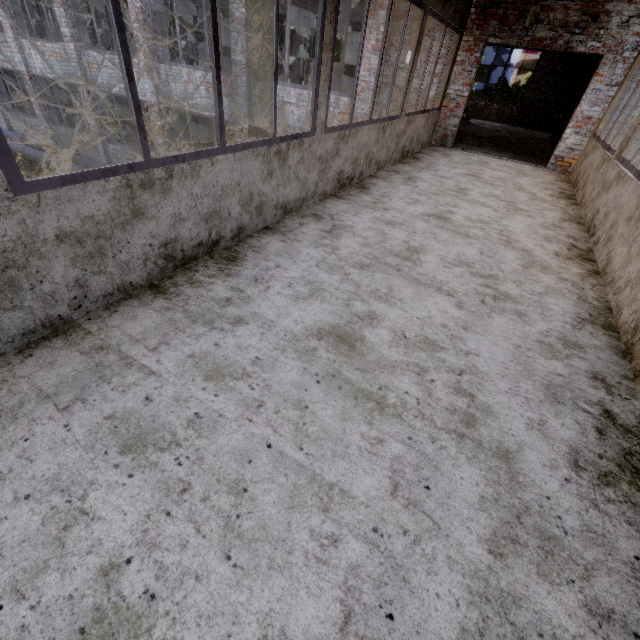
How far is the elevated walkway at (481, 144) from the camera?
9.0 meters

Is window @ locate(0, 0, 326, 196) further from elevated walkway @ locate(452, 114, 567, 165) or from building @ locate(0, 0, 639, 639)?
elevated walkway @ locate(452, 114, 567, 165)

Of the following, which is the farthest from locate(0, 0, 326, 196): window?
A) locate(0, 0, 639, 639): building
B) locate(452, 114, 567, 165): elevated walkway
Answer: locate(452, 114, 567, 165): elevated walkway

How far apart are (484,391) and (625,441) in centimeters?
78cm

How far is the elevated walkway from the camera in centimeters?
896cm

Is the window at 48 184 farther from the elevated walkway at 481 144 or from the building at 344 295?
the elevated walkway at 481 144
